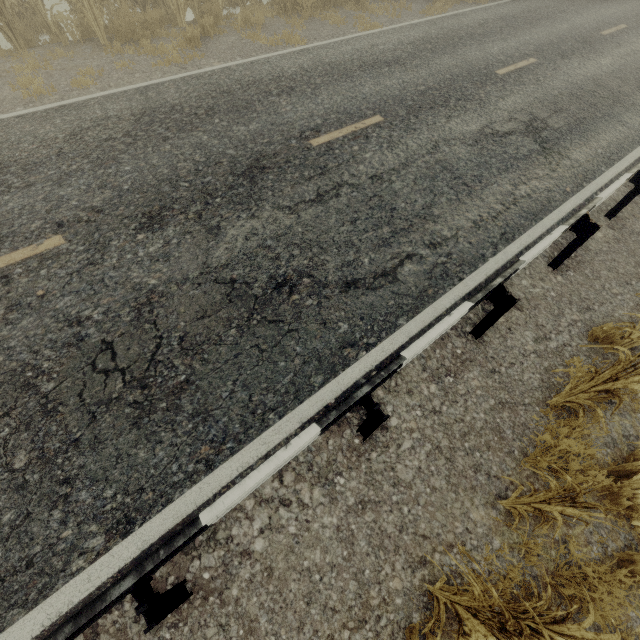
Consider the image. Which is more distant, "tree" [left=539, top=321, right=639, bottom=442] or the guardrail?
"tree" [left=539, top=321, right=639, bottom=442]

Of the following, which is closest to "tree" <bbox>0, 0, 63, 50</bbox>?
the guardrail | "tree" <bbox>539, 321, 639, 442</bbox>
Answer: the guardrail

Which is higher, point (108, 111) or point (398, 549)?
point (108, 111)

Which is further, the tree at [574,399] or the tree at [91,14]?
the tree at [91,14]

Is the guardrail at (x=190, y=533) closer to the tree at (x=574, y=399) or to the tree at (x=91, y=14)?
the tree at (x=574, y=399)

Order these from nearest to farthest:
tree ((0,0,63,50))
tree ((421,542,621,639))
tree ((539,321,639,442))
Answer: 1. tree ((421,542,621,639))
2. tree ((539,321,639,442))
3. tree ((0,0,63,50))

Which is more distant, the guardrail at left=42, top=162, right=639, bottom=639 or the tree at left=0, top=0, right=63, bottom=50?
the tree at left=0, top=0, right=63, bottom=50

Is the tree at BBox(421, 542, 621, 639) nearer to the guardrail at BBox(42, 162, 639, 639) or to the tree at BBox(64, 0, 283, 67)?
the guardrail at BBox(42, 162, 639, 639)
